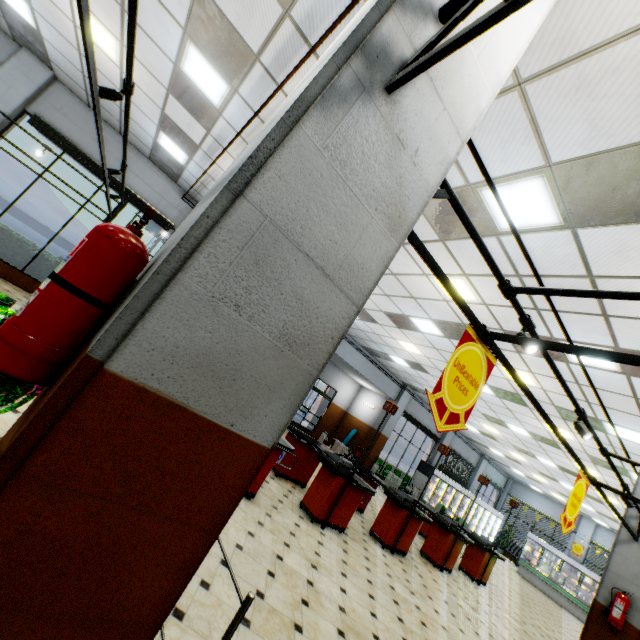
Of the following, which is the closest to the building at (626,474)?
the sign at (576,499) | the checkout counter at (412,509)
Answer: the checkout counter at (412,509)

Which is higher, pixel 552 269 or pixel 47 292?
pixel 552 269

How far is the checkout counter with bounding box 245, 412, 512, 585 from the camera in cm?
574

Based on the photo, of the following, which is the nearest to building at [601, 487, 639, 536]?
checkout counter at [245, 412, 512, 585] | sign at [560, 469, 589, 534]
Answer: checkout counter at [245, 412, 512, 585]

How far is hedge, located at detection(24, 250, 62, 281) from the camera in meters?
8.7 m

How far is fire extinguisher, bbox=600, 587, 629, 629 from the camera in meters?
5.7 m

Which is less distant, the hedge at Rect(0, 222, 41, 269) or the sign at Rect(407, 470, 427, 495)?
the hedge at Rect(0, 222, 41, 269)

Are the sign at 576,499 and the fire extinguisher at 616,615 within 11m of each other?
yes
